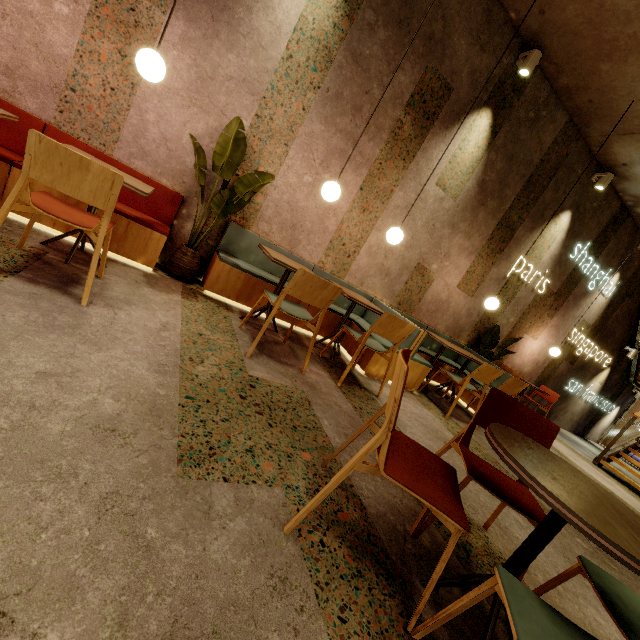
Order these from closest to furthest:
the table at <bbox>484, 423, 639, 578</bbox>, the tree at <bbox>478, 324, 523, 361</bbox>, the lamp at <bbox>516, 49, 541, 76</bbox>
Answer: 1. the table at <bbox>484, 423, 639, 578</bbox>
2. the lamp at <bbox>516, 49, 541, 76</bbox>
3. the tree at <bbox>478, 324, 523, 361</bbox>

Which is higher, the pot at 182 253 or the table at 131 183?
the table at 131 183

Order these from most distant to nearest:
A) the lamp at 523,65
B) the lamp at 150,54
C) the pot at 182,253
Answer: the lamp at 523,65
the pot at 182,253
the lamp at 150,54

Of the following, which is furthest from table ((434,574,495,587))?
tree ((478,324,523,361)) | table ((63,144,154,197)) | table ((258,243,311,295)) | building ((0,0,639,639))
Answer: tree ((478,324,523,361))

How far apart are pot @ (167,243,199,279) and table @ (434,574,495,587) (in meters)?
3.10

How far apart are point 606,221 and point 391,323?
6.09m

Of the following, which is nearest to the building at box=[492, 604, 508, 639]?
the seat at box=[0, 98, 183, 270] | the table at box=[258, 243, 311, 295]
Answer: the seat at box=[0, 98, 183, 270]

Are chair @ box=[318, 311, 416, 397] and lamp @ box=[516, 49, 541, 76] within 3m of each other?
no
